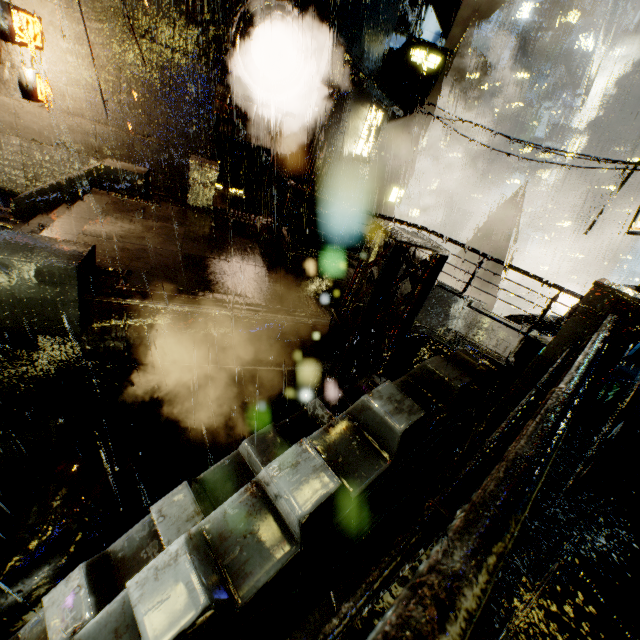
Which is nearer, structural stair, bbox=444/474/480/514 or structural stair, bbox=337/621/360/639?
structural stair, bbox=337/621/360/639

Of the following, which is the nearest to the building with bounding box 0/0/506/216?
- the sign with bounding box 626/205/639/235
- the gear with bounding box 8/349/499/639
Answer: the gear with bounding box 8/349/499/639

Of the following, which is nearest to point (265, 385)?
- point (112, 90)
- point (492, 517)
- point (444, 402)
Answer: point (444, 402)

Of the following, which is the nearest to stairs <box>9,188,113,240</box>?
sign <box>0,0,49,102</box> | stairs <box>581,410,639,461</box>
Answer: sign <box>0,0,49,102</box>

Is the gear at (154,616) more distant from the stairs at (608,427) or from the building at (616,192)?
the stairs at (608,427)

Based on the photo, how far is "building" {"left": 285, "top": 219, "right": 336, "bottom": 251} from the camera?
11.9m

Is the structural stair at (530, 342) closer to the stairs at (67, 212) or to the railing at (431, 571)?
the railing at (431, 571)

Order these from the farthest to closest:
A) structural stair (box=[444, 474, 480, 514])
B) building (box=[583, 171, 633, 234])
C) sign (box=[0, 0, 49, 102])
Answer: building (box=[583, 171, 633, 234]) < sign (box=[0, 0, 49, 102]) < structural stair (box=[444, 474, 480, 514])
